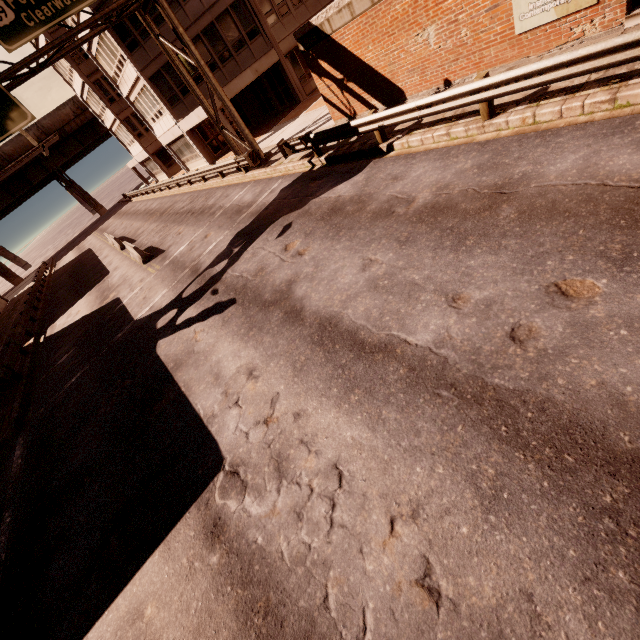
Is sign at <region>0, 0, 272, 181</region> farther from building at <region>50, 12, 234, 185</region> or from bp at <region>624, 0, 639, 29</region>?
bp at <region>624, 0, 639, 29</region>

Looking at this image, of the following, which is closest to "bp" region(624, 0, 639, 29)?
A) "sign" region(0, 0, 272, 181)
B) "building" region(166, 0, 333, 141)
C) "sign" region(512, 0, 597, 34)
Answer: "sign" region(512, 0, 597, 34)

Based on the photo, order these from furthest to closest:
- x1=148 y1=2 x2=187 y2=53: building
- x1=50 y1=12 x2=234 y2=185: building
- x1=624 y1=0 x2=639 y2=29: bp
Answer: x1=50 y1=12 x2=234 y2=185: building < x1=148 y1=2 x2=187 y2=53: building < x1=624 y1=0 x2=639 y2=29: bp

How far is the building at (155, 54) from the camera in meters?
23.2 m

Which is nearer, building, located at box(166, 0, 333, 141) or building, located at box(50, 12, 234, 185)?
building, located at box(166, 0, 333, 141)

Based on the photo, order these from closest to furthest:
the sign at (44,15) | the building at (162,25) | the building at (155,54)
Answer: the sign at (44,15) → the building at (162,25) → the building at (155,54)

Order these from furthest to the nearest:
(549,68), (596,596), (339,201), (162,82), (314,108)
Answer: (162,82) → (314,108) → (339,201) → (549,68) → (596,596)

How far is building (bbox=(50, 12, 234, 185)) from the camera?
23.2m
